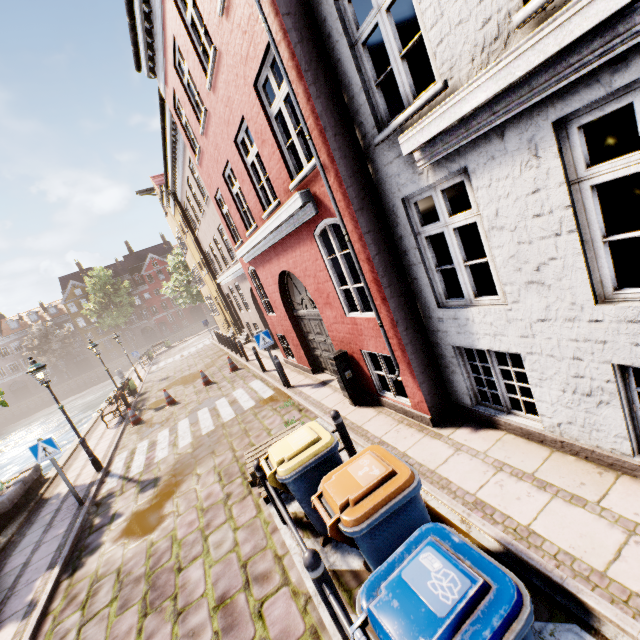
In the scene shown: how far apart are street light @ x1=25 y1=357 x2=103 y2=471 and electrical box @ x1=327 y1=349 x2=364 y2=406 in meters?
8.1 m

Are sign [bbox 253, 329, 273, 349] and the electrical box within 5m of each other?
yes

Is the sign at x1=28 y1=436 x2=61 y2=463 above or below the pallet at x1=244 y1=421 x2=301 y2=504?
above

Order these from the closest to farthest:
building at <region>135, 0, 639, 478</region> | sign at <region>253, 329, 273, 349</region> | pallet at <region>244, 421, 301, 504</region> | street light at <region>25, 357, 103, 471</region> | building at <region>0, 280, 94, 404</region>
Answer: building at <region>135, 0, 639, 478</region>, pallet at <region>244, 421, 301, 504</region>, street light at <region>25, 357, 103, 471</region>, sign at <region>253, 329, 273, 349</region>, building at <region>0, 280, 94, 404</region>

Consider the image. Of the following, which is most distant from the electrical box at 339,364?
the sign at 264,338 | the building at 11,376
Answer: the building at 11,376

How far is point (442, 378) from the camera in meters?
5.5 m

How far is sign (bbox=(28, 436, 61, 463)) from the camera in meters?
7.6 m

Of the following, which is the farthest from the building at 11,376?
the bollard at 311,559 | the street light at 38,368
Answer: the bollard at 311,559
